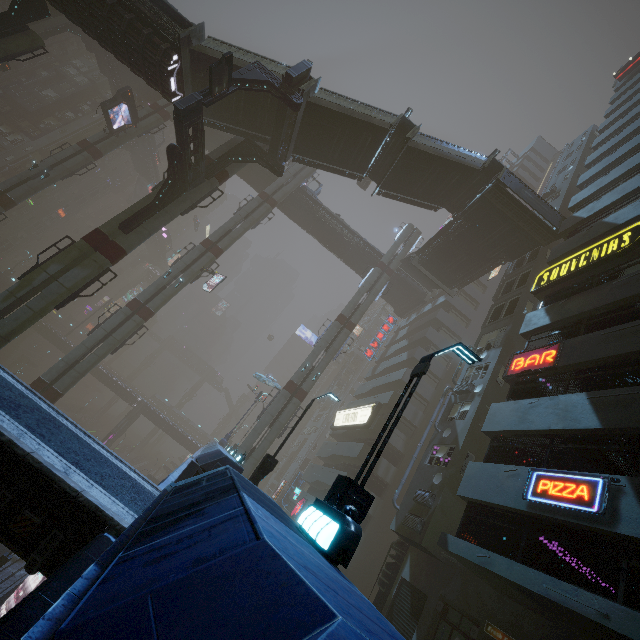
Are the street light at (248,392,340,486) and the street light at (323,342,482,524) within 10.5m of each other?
yes

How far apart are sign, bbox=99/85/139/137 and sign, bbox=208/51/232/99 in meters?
20.3 m

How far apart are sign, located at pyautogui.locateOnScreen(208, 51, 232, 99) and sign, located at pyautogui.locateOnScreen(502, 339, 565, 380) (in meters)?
20.16

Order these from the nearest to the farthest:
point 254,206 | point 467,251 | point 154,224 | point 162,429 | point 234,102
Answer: point 154,224, point 234,102, point 467,251, point 254,206, point 162,429

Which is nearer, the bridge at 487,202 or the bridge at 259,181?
the bridge at 487,202

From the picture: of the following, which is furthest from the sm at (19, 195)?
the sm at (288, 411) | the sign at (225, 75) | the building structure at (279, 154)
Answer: the sm at (288, 411)

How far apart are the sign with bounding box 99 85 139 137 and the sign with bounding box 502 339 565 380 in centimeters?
3870cm

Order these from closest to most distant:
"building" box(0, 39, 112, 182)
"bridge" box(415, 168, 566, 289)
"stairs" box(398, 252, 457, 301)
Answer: "bridge" box(415, 168, 566, 289)
"stairs" box(398, 252, 457, 301)
"building" box(0, 39, 112, 182)
